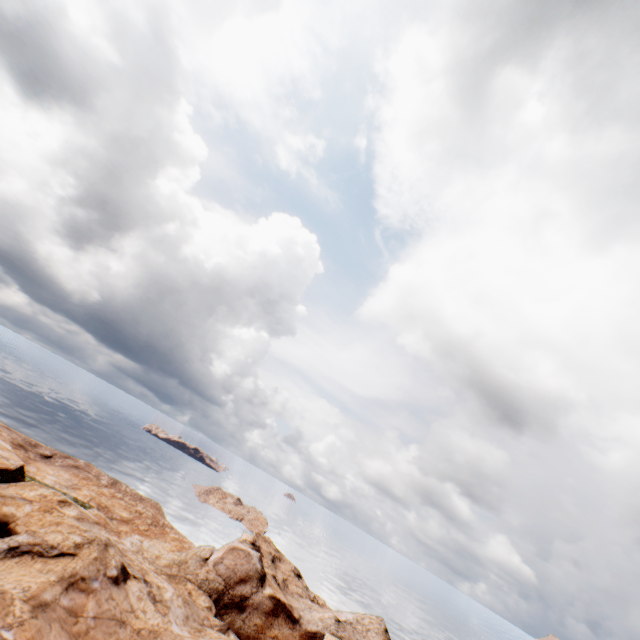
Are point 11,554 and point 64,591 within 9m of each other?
yes
